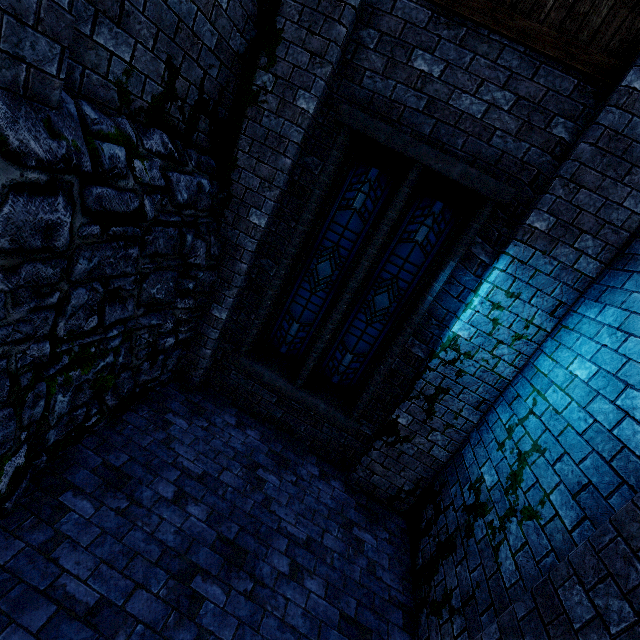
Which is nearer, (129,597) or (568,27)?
(129,597)

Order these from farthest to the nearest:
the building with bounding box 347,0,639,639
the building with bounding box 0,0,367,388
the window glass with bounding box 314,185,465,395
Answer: the window glass with bounding box 314,185,465,395
the building with bounding box 347,0,639,639
the building with bounding box 0,0,367,388

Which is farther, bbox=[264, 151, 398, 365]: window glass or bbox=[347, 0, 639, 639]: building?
bbox=[264, 151, 398, 365]: window glass

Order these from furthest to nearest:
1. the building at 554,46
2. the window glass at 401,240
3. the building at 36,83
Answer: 1. the window glass at 401,240
2. the building at 554,46
3. the building at 36,83

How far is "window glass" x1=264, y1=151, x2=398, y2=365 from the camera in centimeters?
448cm

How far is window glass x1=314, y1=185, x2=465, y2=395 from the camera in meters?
4.4 m

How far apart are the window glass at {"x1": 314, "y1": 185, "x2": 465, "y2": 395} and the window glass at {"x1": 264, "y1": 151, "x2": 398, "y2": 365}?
0.2m

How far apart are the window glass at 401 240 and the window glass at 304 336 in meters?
0.2 m
